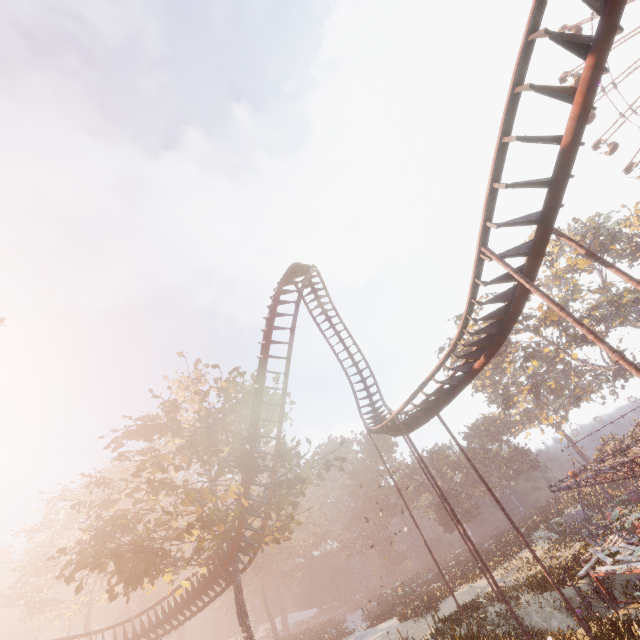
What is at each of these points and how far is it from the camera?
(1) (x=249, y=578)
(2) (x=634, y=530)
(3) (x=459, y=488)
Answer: (1) instancedfoliageactor, 52.03m
(2) merry-go-round, 16.36m
(3) instancedfoliageactor, 54.34m

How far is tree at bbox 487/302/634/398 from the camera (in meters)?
40.62

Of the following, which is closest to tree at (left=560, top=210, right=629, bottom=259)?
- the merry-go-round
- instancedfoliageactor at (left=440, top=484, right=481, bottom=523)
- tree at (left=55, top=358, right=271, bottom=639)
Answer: instancedfoliageactor at (left=440, top=484, right=481, bottom=523)

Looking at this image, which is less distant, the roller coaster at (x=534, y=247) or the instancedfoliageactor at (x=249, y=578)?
→ the roller coaster at (x=534, y=247)

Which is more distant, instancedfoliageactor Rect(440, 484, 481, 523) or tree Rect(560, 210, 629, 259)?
instancedfoliageactor Rect(440, 484, 481, 523)

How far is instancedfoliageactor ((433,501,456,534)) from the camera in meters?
50.4 m

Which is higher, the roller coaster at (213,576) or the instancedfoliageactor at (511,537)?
the roller coaster at (213,576)

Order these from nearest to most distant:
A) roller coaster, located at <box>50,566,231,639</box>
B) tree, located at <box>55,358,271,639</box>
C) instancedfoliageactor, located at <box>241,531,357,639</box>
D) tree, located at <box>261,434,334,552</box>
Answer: tree, located at <box>55,358,271,639</box>, tree, located at <box>261,434,334,552</box>, roller coaster, located at <box>50,566,231,639</box>, instancedfoliageactor, located at <box>241,531,357,639</box>
